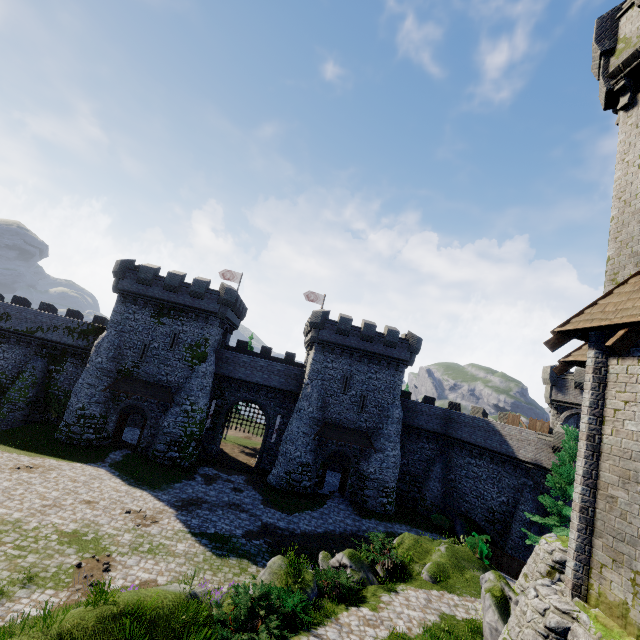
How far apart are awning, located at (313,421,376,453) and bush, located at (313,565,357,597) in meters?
15.4 m

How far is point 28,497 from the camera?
18.0 meters

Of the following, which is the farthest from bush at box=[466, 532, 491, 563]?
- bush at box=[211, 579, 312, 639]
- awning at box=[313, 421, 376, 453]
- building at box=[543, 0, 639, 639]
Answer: bush at box=[211, 579, 312, 639]

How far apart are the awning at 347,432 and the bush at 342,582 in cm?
1544

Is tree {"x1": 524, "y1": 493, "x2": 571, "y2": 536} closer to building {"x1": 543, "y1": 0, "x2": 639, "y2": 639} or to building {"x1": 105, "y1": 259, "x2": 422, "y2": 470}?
building {"x1": 543, "y1": 0, "x2": 639, "y2": 639}

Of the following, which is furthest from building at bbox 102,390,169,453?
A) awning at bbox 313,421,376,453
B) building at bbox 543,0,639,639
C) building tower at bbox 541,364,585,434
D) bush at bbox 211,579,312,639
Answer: building at bbox 543,0,639,639

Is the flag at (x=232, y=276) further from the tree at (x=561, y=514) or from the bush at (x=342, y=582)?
the tree at (x=561, y=514)

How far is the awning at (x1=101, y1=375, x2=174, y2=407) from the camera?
29.0 meters
